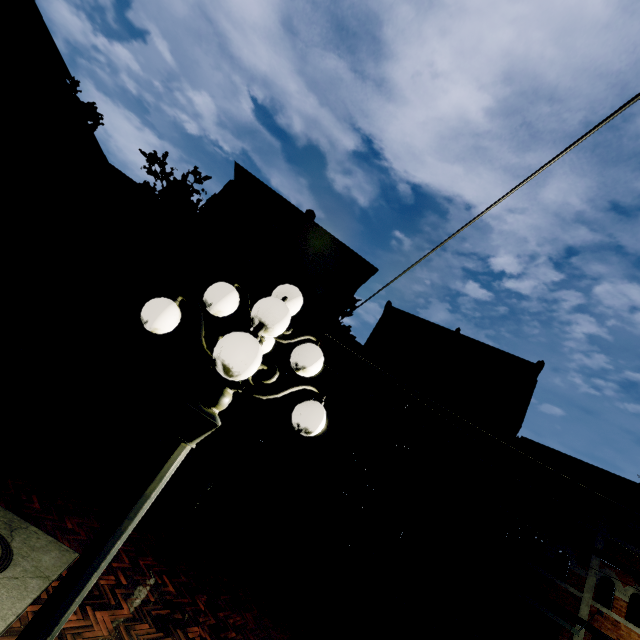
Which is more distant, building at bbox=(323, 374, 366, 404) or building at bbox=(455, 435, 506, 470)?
building at bbox=(323, 374, 366, 404)

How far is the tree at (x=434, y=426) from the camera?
15.2 meters

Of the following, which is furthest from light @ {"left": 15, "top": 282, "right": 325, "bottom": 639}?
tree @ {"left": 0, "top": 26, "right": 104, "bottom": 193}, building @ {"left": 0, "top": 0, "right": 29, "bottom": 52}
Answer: building @ {"left": 0, "top": 0, "right": 29, "bottom": 52}

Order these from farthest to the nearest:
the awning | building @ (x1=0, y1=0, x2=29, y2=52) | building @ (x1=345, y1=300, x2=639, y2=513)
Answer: building @ (x1=0, y1=0, x2=29, y2=52) → building @ (x1=345, y1=300, x2=639, y2=513) → the awning

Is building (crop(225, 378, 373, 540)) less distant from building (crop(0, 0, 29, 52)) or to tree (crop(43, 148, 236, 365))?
tree (crop(43, 148, 236, 365))

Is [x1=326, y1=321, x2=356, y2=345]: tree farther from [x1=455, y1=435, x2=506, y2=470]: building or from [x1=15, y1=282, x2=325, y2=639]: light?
[x1=15, y1=282, x2=325, y2=639]: light

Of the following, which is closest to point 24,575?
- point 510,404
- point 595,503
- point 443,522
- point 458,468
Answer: point 443,522

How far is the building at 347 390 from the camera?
19.09m
